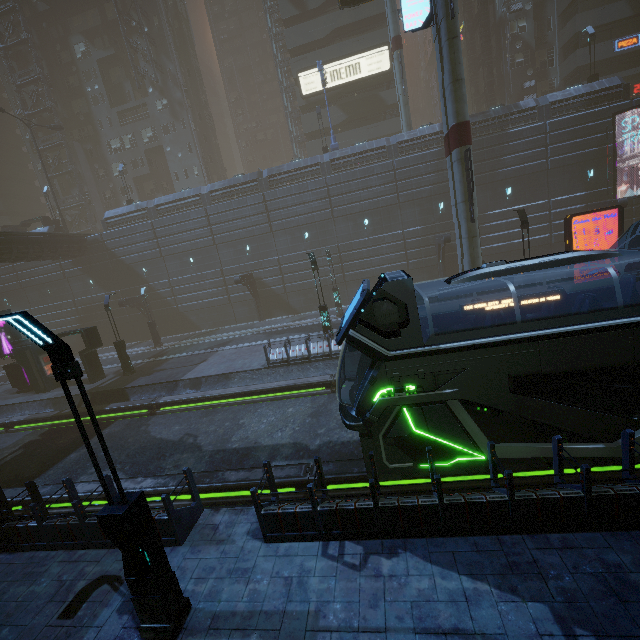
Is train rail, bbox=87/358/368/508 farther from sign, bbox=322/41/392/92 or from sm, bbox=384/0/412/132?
sm, bbox=384/0/412/132

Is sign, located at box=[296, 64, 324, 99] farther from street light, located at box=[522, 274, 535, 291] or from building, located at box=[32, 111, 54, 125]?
street light, located at box=[522, 274, 535, 291]

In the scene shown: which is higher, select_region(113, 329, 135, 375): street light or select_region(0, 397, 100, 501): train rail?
select_region(113, 329, 135, 375): street light

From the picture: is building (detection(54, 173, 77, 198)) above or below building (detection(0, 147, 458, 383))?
above

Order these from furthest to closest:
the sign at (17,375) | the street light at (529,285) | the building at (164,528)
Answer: the sign at (17,375), the street light at (529,285), the building at (164,528)

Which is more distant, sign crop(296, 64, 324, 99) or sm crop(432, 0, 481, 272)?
sign crop(296, 64, 324, 99)

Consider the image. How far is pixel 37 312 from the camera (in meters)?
36.59

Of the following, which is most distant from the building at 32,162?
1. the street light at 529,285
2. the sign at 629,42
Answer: the street light at 529,285
